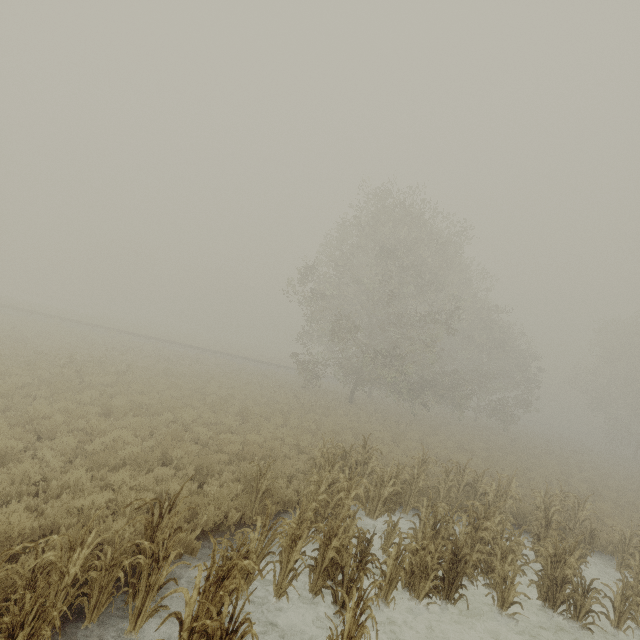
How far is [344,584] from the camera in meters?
6.0

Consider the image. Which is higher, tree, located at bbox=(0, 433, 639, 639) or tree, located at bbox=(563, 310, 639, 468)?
tree, located at bbox=(563, 310, 639, 468)

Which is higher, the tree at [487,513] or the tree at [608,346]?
the tree at [608,346]

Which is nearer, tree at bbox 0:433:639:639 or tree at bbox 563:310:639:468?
tree at bbox 0:433:639:639

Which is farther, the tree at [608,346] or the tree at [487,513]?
→ the tree at [608,346]
